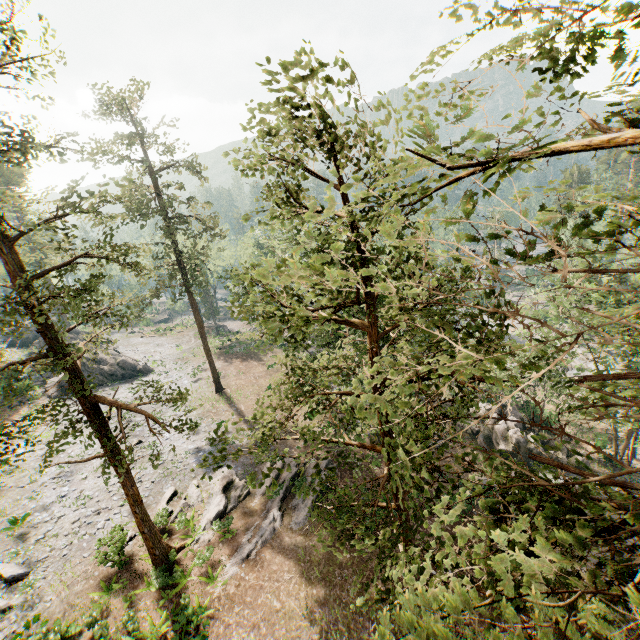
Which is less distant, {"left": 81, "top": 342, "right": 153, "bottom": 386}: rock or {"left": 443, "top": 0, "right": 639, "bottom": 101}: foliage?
{"left": 443, "top": 0, "right": 639, "bottom": 101}: foliage

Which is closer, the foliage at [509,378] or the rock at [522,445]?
the foliage at [509,378]

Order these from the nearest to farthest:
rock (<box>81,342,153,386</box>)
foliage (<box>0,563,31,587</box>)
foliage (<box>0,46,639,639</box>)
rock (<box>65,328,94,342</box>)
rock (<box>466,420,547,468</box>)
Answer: foliage (<box>0,46,639,639</box>), foliage (<box>0,563,31,587</box>), rock (<box>466,420,547,468</box>), rock (<box>81,342,153,386</box>), rock (<box>65,328,94,342</box>)

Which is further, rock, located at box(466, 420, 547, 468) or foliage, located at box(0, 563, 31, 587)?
rock, located at box(466, 420, 547, 468)

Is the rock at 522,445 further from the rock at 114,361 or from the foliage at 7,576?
the rock at 114,361

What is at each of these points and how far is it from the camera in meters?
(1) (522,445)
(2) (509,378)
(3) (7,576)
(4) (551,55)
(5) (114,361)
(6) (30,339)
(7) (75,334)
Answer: (1) rock, 26.8 m
(2) foliage, 3.0 m
(3) foliage, 16.9 m
(4) foliage, 3.7 m
(5) rock, 39.6 m
(6) rock, 49.5 m
(7) rock, 48.7 m

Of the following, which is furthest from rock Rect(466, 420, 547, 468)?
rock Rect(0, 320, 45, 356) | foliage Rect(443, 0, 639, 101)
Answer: rock Rect(0, 320, 45, 356)

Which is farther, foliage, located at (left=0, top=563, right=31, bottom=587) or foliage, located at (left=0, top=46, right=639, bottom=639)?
foliage, located at (left=0, top=563, right=31, bottom=587)
